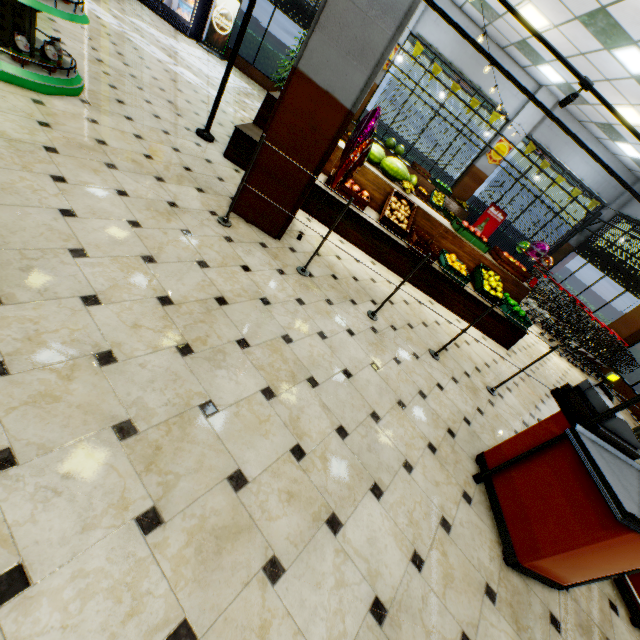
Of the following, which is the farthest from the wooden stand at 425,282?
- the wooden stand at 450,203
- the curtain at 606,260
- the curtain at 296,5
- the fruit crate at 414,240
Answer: the curtain at 296,5

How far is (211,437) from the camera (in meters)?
1.80

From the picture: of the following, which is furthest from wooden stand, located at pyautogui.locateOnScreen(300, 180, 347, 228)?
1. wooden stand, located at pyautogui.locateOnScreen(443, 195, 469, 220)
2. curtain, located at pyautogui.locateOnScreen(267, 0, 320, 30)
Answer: curtain, located at pyautogui.locateOnScreen(267, 0, 320, 30)

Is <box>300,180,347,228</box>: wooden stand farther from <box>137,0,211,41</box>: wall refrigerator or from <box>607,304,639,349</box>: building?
<box>137,0,211,41</box>: wall refrigerator

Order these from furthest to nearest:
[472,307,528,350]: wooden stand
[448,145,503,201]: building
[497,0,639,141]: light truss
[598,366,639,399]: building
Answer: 1. [448,145,503,201]: building
2. [598,366,639,399]: building
3. [472,307,528,350]: wooden stand
4. [497,0,639,141]: light truss

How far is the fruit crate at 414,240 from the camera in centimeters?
520cm

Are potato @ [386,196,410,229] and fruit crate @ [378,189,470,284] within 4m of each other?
yes

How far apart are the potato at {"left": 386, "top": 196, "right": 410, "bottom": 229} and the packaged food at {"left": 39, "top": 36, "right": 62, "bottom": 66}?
4.39m
